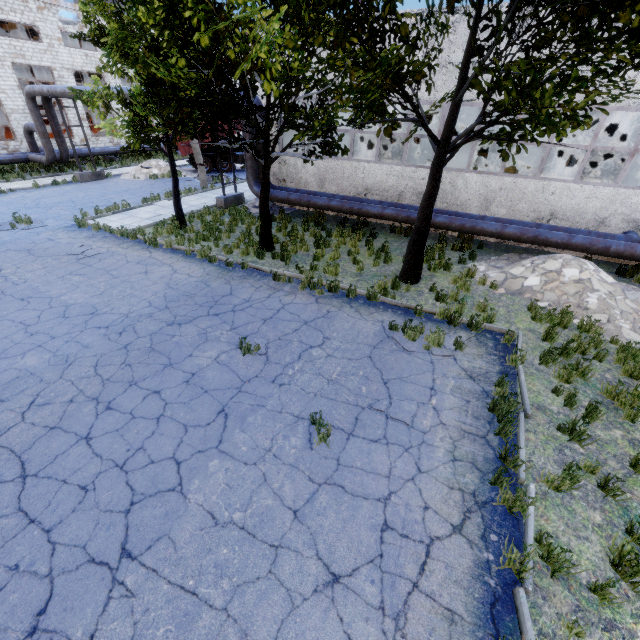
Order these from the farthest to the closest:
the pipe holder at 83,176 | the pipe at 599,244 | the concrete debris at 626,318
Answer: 1. the pipe holder at 83,176
2. the pipe at 599,244
3. the concrete debris at 626,318

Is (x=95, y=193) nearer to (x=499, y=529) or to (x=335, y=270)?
(x=335, y=270)

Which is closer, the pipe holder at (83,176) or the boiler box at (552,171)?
the boiler box at (552,171)

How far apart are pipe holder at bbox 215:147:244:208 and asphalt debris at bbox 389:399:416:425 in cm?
1501

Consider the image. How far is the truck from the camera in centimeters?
2553cm

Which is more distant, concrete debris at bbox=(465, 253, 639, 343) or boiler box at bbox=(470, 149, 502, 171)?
boiler box at bbox=(470, 149, 502, 171)

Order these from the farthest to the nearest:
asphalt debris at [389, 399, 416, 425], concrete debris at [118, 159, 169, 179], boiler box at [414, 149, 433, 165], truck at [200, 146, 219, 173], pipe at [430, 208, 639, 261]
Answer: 1. truck at [200, 146, 219, 173]
2. concrete debris at [118, 159, 169, 179]
3. boiler box at [414, 149, 433, 165]
4. pipe at [430, 208, 639, 261]
5. asphalt debris at [389, 399, 416, 425]

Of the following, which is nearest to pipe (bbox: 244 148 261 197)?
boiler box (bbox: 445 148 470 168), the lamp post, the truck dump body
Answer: the lamp post
